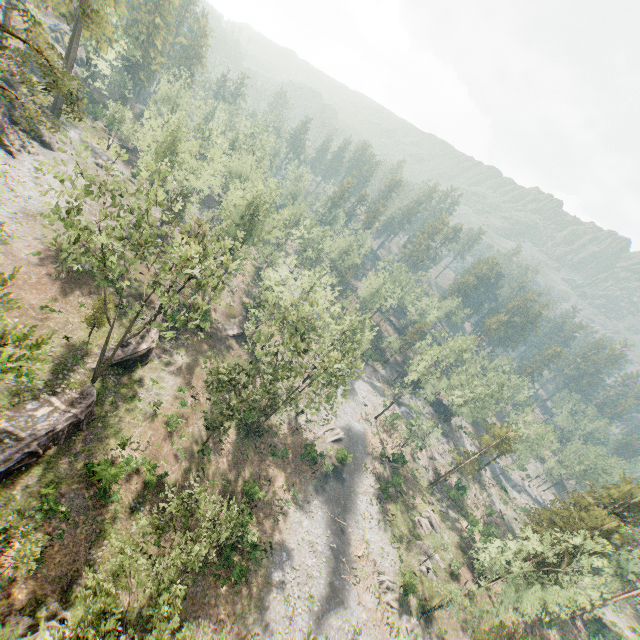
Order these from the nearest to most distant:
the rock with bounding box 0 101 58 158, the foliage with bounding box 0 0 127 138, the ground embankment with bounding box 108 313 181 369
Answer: the foliage with bounding box 0 0 127 138 → the ground embankment with bounding box 108 313 181 369 → the rock with bounding box 0 101 58 158

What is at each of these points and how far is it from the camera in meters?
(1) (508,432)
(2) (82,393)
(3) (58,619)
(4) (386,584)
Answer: (1) foliage, 51.5
(2) ground embankment, 27.8
(3) rock, 19.4
(4) foliage, 38.2

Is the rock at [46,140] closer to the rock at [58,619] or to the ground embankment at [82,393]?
the ground embankment at [82,393]

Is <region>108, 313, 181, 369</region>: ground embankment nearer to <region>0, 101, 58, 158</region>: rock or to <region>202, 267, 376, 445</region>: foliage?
<region>202, 267, 376, 445</region>: foliage

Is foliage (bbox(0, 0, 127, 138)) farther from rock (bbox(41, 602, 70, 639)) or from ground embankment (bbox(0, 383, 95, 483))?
rock (bbox(41, 602, 70, 639))

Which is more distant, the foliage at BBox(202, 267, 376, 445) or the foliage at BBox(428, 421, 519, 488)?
the foliage at BBox(428, 421, 519, 488)

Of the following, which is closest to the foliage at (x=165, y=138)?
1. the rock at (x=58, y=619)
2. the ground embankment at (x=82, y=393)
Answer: the ground embankment at (x=82, y=393)

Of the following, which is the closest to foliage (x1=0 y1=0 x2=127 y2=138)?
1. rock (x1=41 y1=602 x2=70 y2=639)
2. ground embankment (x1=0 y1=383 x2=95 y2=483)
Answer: ground embankment (x1=0 y1=383 x2=95 y2=483)
